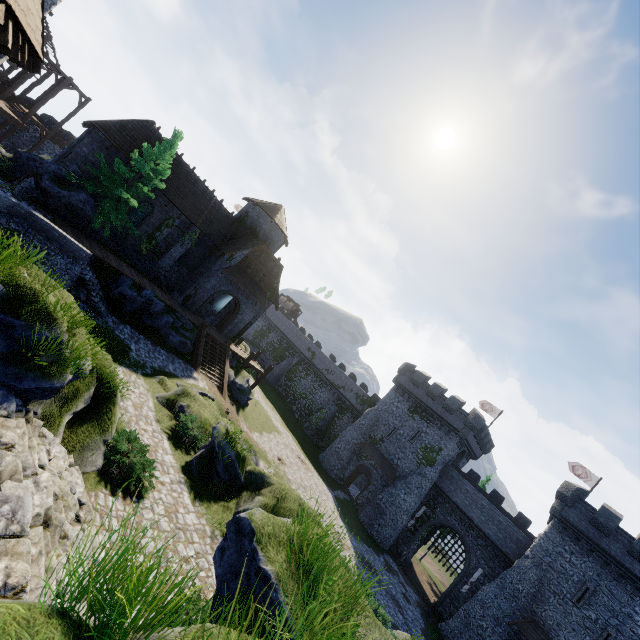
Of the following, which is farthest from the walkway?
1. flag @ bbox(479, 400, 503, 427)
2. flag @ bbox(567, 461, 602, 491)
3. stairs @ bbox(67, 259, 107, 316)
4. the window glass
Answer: flag @ bbox(567, 461, 602, 491)

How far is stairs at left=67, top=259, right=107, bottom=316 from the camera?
17.7 meters

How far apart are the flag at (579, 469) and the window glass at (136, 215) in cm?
4948

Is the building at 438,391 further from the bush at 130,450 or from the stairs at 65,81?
the stairs at 65,81

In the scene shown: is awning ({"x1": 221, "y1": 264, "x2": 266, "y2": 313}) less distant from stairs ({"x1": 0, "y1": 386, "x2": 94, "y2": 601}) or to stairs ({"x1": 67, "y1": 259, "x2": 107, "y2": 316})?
stairs ({"x1": 67, "y1": 259, "x2": 107, "y2": 316})

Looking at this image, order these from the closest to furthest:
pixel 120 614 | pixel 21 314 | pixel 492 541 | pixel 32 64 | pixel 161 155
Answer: pixel 120 614 < pixel 21 314 < pixel 32 64 < pixel 161 155 < pixel 492 541

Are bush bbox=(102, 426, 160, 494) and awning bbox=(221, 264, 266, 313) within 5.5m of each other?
no

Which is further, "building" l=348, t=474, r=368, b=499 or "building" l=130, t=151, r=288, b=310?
"building" l=348, t=474, r=368, b=499
